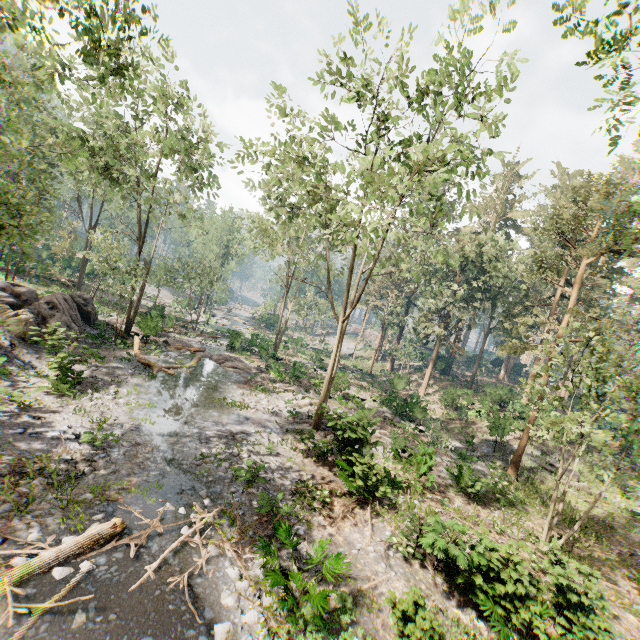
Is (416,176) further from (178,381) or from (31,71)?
(31,71)

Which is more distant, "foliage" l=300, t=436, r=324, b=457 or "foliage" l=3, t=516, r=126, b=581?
"foliage" l=300, t=436, r=324, b=457

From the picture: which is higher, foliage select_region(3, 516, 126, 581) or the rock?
the rock

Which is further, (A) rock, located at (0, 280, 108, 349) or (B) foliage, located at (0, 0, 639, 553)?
(A) rock, located at (0, 280, 108, 349)

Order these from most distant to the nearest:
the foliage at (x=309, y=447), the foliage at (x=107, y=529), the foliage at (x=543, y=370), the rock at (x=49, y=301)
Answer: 1. the rock at (x=49, y=301)
2. the foliage at (x=309, y=447)
3. the foliage at (x=543, y=370)
4. the foliage at (x=107, y=529)

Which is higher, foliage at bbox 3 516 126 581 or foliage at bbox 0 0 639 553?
foliage at bbox 0 0 639 553

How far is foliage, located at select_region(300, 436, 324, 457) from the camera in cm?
1475

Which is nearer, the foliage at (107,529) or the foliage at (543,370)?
the foliage at (107,529)
